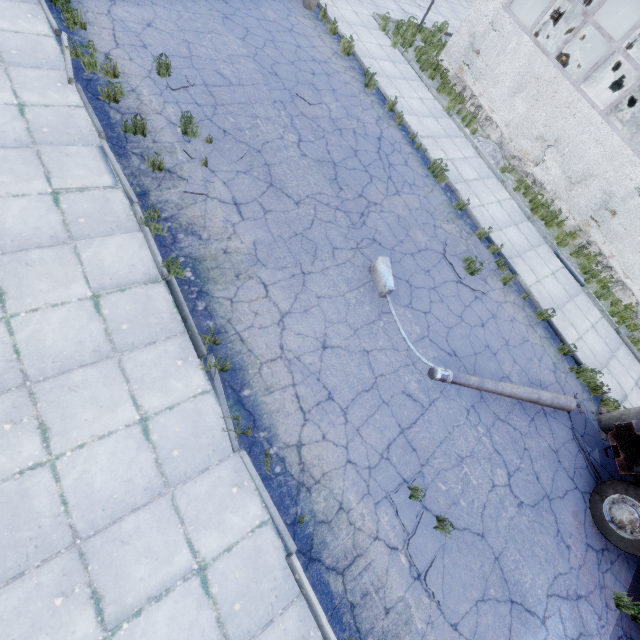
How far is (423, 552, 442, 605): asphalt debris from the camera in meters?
4.8 m

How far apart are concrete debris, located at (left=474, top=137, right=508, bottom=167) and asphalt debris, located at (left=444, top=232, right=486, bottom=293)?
4.1m

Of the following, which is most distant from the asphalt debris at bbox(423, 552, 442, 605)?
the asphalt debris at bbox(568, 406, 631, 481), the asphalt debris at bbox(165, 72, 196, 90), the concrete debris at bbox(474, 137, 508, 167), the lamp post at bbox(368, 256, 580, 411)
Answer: the concrete debris at bbox(474, 137, 508, 167)

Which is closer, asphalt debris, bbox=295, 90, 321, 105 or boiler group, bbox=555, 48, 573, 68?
asphalt debris, bbox=295, 90, 321, 105

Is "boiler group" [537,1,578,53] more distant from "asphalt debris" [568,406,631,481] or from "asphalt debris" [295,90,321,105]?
"asphalt debris" [568,406,631,481]

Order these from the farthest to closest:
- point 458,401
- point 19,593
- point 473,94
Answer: point 473,94, point 458,401, point 19,593

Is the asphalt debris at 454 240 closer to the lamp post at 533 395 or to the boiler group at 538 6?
the lamp post at 533 395

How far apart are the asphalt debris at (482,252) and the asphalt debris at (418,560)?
4.9 meters
